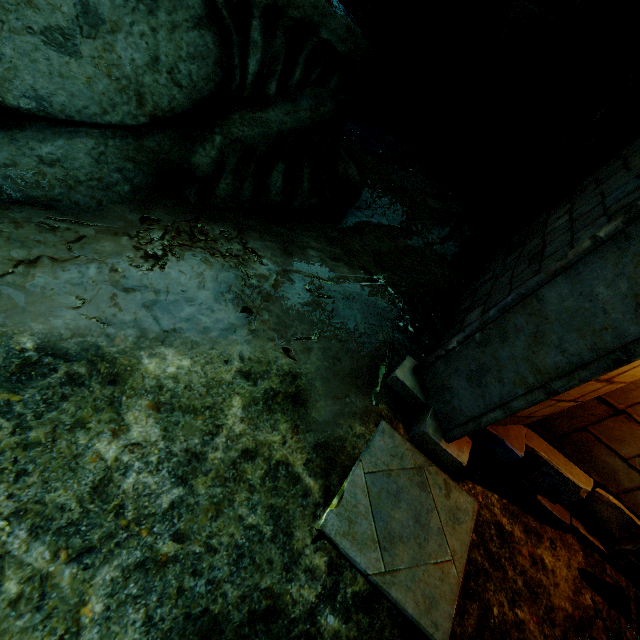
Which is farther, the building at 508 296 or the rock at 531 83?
the rock at 531 83

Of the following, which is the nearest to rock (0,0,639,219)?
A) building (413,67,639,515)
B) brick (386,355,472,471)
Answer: building (413,67,639,515)

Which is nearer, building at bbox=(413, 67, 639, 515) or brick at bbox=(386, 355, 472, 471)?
building at bbox=(413, 67, 639, 515)

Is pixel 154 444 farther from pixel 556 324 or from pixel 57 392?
pixel 556 324

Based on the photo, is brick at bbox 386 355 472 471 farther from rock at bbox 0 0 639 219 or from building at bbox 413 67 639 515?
rock at bbox 0 0 639 219

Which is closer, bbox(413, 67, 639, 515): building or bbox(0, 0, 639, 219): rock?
bbox(413, 67, 639, 515): building

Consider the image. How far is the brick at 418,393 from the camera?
2.8 meters
